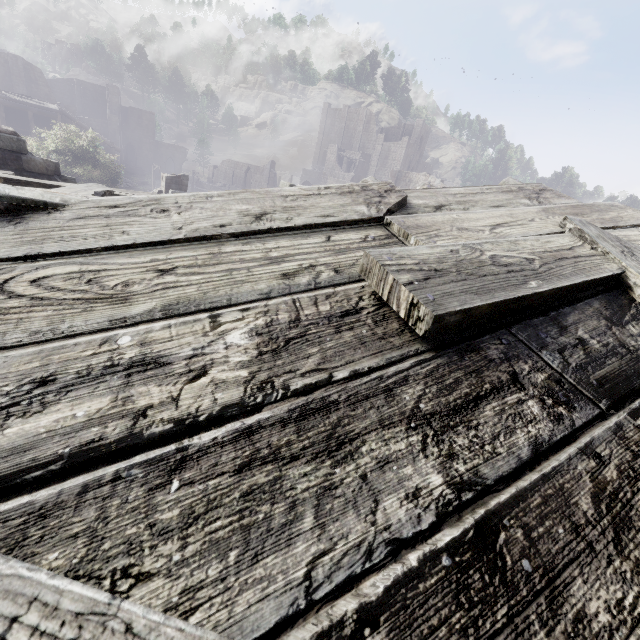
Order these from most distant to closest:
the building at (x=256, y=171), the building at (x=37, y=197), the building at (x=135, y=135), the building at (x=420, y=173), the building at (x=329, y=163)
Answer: the building at (x=256, y=171)
the building at (x=329, y=163)
the building at (x=420, y=173)
the building at (x=135, y=135)
the building at (x=37, y=197)

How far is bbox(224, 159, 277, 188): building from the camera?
55.0m

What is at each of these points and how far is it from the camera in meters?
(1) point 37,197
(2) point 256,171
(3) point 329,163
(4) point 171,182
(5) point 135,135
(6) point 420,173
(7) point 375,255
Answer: (1) building, 1.8 m
(2) building, 56.5 m
(3) building, 59.6 m
(4) building, 19.0 m
(5) building, 58.9 m
(6) building, 38.3 m
(7) wooden plank rubble, 1.7 m

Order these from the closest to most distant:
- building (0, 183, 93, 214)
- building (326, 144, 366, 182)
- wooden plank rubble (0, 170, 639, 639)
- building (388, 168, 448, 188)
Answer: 1. wooden plank rubble (0, 170, 639, 639)
2. building (0, 183, 93, 214)
3. building (388, 168, 448, 188)
4. building (326, 144, 366, 182)

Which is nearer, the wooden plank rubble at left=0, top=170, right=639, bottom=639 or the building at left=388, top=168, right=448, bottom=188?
the wooden plank rubble at left=0, top=170, right=639, bottom=639

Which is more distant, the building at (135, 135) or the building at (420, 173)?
the building at (420, 173)
